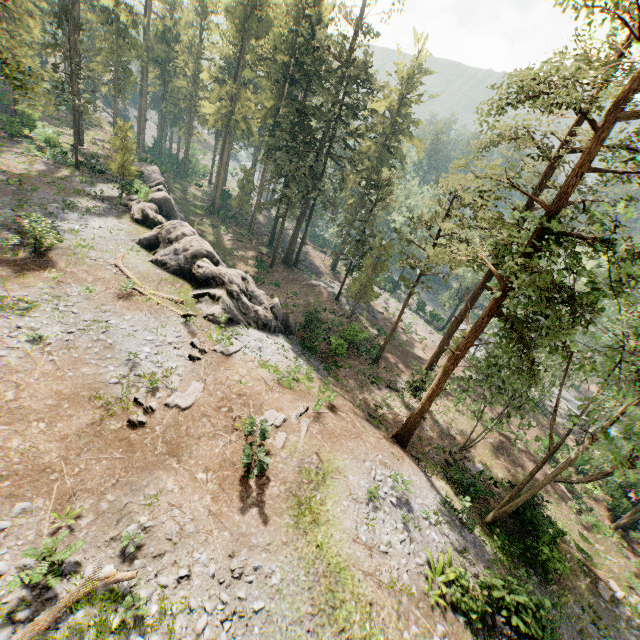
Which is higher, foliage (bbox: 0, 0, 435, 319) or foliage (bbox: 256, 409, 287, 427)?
foliage (bbox: 0, 0, 435, 319)

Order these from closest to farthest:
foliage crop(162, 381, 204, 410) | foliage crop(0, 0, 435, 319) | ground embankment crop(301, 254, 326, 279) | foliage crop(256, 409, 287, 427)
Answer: foliage crop(162, 381, 204, 410) → foliage crop(256, 409, 287, 427) → foliage crop(0, 0, 435, 319) → ground embankment crop(301, 254, 326, 279)

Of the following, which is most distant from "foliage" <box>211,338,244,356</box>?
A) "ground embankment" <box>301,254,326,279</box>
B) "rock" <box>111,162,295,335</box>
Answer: "rock" <box>111,162,295,335</box>

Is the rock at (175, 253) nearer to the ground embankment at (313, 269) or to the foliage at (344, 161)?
the foliage at (344, 161)

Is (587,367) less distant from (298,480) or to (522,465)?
(298,480)

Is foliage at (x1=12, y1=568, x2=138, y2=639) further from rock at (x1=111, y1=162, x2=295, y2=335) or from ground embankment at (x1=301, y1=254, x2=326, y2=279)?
rock at (x1=111, y1=162, x2=295, y2=335)

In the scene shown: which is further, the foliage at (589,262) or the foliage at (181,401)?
the foliage at (181,401)
